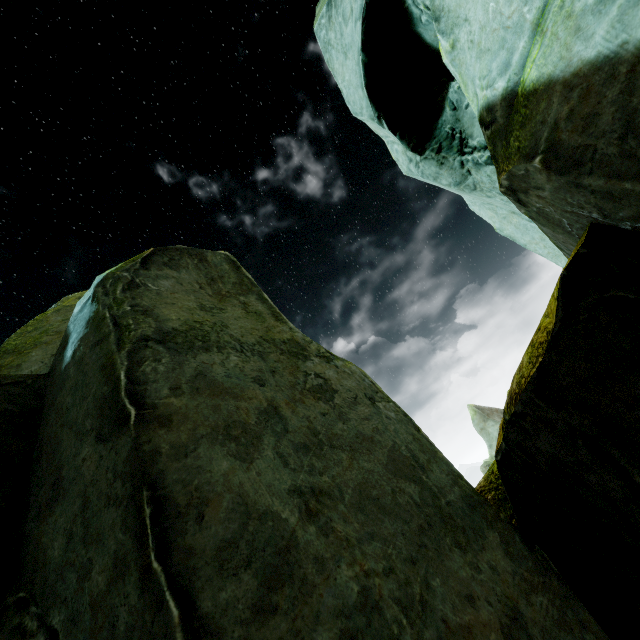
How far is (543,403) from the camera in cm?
117
